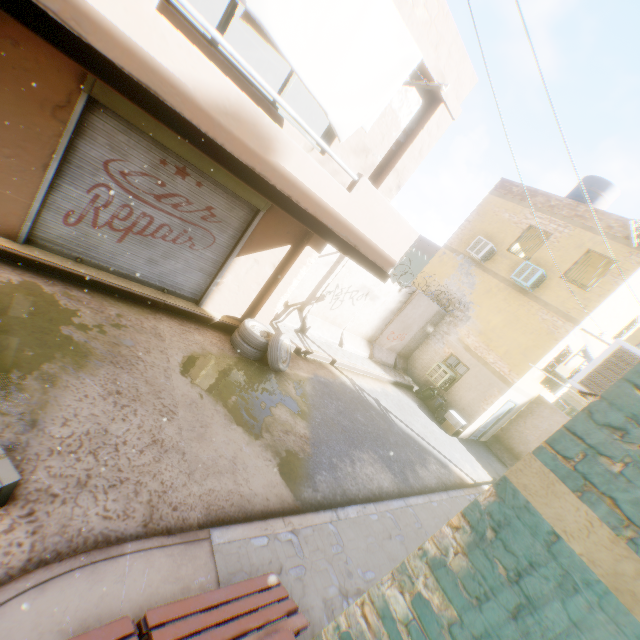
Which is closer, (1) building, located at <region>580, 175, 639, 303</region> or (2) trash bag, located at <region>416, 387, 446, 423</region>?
(1) building, located at <region>580, 175, 639, 303</region>

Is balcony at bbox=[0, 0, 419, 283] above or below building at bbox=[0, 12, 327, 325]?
above

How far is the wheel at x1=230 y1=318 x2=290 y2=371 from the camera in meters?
7.6

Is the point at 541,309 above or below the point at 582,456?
above

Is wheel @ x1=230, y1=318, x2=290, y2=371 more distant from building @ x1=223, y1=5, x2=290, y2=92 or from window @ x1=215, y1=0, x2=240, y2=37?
window @ x1=215, y1=0, x2=240, y2=37

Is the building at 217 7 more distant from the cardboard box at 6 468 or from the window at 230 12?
the cardboard box at 6 468

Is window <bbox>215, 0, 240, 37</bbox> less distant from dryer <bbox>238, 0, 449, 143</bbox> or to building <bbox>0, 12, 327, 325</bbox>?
building <bbox>0, 12, 327, 325</bbox>

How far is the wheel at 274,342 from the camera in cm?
755
